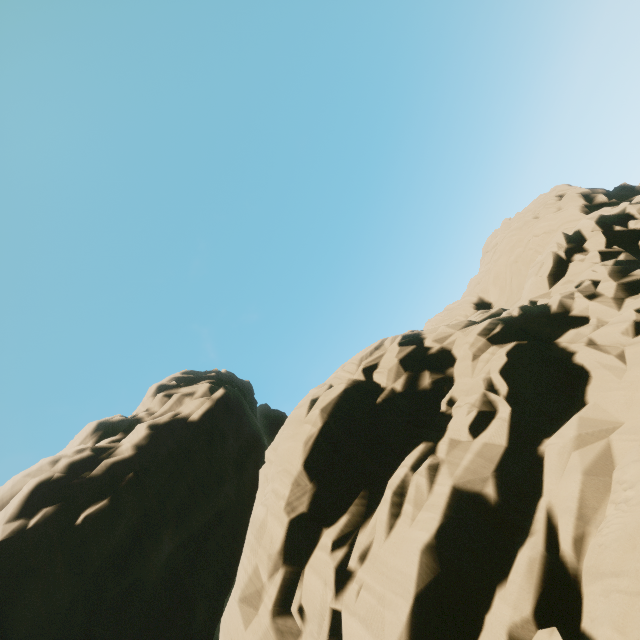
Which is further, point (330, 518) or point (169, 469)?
point (169, 469)
